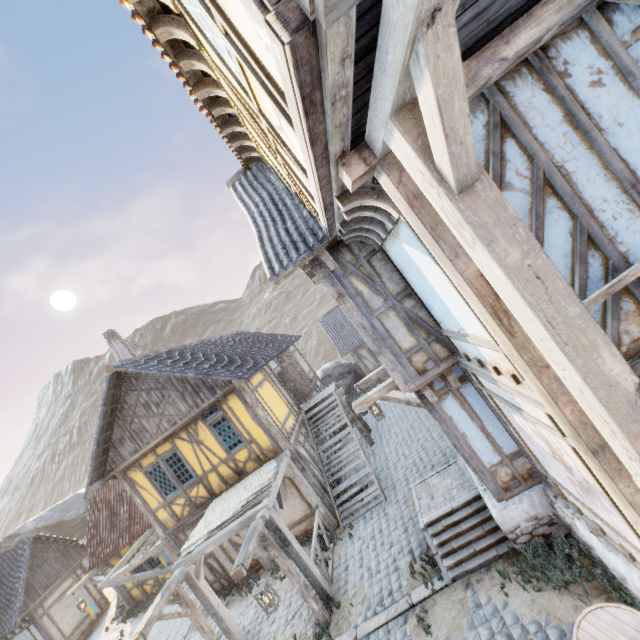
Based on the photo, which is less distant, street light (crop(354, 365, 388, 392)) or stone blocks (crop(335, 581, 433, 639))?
stone blocks (crop(335, 581, 433, 639))

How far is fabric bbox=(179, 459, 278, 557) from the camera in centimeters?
884cm

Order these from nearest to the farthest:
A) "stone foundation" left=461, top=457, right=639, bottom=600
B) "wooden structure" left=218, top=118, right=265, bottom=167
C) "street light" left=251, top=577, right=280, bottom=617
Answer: "stone foundation" left=461, top=457, right=639, bottom=600 < "wooden structure" left=218, top=118, right=265, bottom=167 < "street light" left=251, top=577, right=280, bottom=617

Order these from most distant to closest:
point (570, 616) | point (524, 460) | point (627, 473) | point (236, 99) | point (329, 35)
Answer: point (524, 460) < point (570, 616) < point (236, 99) < point (627, 473) < point (329, 35)

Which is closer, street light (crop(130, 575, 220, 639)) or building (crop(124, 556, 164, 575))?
street light (crop(130, 575, 220, 639))

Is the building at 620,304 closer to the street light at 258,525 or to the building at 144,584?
the street light at 258,525

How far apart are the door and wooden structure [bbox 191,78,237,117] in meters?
12.7

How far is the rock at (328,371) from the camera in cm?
2350
